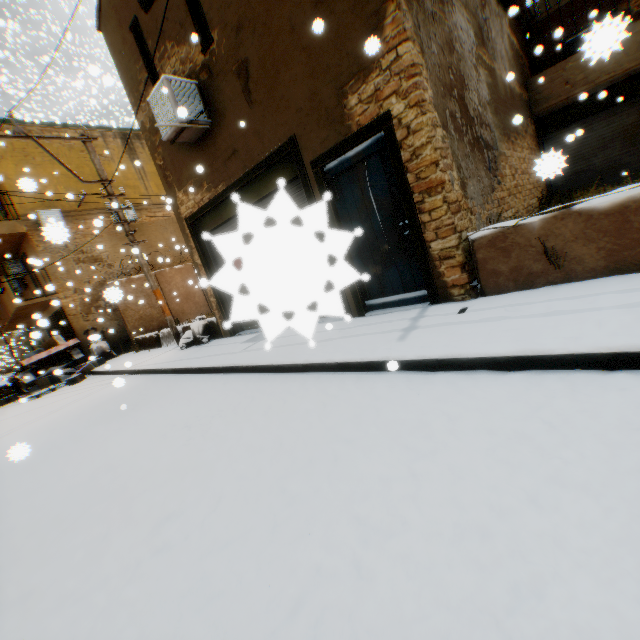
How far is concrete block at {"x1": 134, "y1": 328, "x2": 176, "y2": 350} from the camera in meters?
12.1

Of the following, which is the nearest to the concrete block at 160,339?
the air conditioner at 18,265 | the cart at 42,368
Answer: the cart at 42,368

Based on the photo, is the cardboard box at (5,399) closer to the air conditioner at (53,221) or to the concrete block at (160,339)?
the concrete block at (160,339)

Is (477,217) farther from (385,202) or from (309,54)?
(309,54)

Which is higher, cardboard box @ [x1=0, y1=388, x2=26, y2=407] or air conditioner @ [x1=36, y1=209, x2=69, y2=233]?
air conditioner @ [x1=36, y1=209, x2=69, y2=233]

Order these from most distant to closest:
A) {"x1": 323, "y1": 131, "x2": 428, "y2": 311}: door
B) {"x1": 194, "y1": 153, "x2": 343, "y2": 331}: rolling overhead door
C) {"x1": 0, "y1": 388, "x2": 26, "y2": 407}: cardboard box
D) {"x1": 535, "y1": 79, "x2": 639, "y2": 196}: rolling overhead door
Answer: {"x1": 0, "y1": 388, "x2": 26, "y2": 407}: cardboard box → {"x1": 535, "y1": 79, "x2": 639, "y2": 196}: rolling overhead door → {"x1": 323, "y1": 131, "x2": 428, "y2": 311}: door → {"x1": 194, "y1": 153, "x2": 343, "y2": 331}: rolling overhead door

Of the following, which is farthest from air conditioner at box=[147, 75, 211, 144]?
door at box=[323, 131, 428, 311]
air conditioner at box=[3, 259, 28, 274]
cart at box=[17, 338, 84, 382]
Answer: air conditioner at box=[3, 259, 28, 274]

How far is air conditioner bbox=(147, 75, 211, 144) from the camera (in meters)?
6.05
